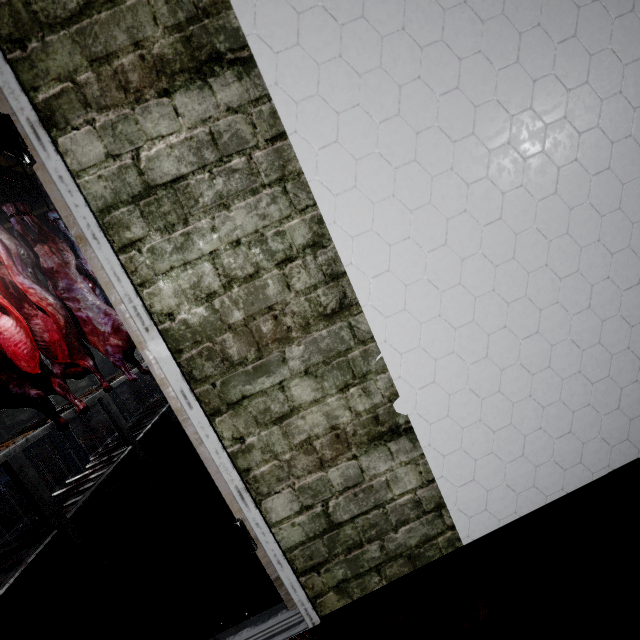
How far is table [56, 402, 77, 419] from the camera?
2.5m

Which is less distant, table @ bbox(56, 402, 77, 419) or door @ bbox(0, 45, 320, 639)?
door @ bbox(0, 45, 320, 639)

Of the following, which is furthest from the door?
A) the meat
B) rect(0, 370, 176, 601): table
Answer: the meat

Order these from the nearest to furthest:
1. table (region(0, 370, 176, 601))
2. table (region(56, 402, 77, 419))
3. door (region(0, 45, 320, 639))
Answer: door (region(0, 45, 320, 639)) < table (region(0, 370, 176, 601)) < table (region(56, 402, 77, 419))

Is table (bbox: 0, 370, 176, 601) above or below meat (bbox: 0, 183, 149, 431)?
below

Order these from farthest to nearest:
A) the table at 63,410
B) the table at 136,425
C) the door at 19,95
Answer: the table at 63,410 → the table at 136,425 → the door at 19,95

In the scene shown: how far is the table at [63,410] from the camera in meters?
2.5 m

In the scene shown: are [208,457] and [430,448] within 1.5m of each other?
yes
